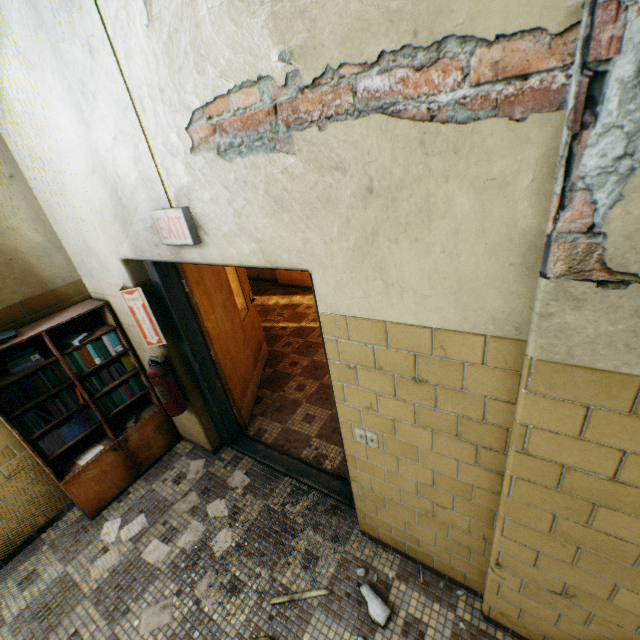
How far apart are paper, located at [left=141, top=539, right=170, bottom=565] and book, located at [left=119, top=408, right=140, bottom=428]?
1.07m

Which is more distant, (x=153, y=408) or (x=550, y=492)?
(x=153, y=408)

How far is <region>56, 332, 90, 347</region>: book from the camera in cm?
274

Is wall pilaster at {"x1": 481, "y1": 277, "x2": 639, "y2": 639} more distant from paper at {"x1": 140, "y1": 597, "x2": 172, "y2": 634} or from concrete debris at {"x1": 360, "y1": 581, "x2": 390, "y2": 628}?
paper at {"x1": 140, "y1": 597, "x2": 172, "y2": 634}

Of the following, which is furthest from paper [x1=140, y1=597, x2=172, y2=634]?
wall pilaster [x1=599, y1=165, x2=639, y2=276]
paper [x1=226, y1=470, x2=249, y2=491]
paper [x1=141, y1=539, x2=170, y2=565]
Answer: wall pilaster [x1=599, y1=165, x2=639, y2=276]

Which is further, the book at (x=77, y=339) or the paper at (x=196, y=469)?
the paper at (x=196, y=469)

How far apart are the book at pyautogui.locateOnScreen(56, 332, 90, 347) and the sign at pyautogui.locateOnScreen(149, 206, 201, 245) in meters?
1.6 m

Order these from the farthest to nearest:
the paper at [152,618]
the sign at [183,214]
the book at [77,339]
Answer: the book at [77,339] < the paper at [152,618] < the sign at [183,214]
